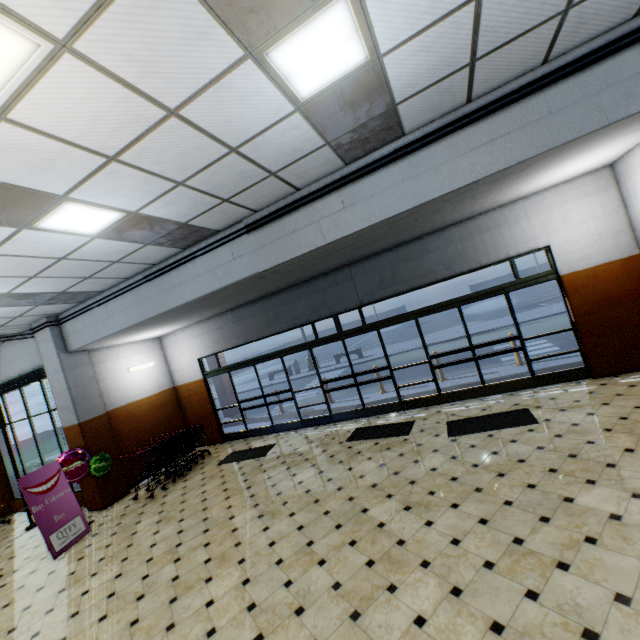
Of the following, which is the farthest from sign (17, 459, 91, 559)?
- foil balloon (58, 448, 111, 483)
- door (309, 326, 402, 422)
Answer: door (309, 326, 402, 422)

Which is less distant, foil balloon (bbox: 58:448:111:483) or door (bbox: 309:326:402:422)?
foil balloon (bbox: 58:448:111:483)

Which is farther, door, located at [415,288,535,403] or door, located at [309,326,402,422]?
door, located at [309,326,402,422]

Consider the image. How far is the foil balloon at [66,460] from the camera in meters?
7.2 m

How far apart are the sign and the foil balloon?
0.10m

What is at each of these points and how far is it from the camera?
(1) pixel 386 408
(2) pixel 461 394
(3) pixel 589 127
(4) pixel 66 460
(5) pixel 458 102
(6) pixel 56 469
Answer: (1) door, 8.4m
(2) door, 7.7m
(3) building, 3.9m
(4) foil balloon, 7.2m
(5) building, 4.2m
(6) sign, 6.9m

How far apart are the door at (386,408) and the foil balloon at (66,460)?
5.6m

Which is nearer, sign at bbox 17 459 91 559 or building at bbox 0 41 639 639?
building at bbox 0 41 639 639
